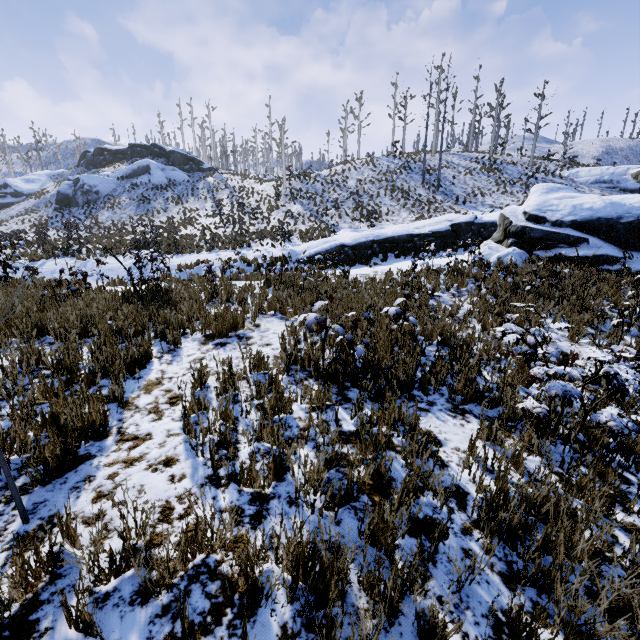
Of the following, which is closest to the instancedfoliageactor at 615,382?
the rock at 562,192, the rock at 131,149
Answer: the rock at 562,192

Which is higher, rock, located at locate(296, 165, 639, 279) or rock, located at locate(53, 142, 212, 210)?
rock, located at locate(53, 142, 212, 210)

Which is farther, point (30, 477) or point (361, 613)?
point (30, 477)

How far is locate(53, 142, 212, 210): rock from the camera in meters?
35.8

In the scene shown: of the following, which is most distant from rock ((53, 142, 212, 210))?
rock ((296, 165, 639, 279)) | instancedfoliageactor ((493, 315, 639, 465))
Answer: instancedfoliageactor ((493, 315, 639, 465))

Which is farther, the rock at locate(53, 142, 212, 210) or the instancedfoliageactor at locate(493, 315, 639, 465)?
the rock at locate(53, 142, 212, 210)

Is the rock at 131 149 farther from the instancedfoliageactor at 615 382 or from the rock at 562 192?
the instancedfoliageactor at 615 382

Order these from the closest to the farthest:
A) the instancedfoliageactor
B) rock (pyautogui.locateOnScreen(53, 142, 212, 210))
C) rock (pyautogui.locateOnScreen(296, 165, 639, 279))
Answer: the instancedfoliageactor → rock (pyautogui.locateOnScreen(296, 165, 639, 279)) → rock (pyautogui.locateOnScreen(53, 142, 212, 210))
